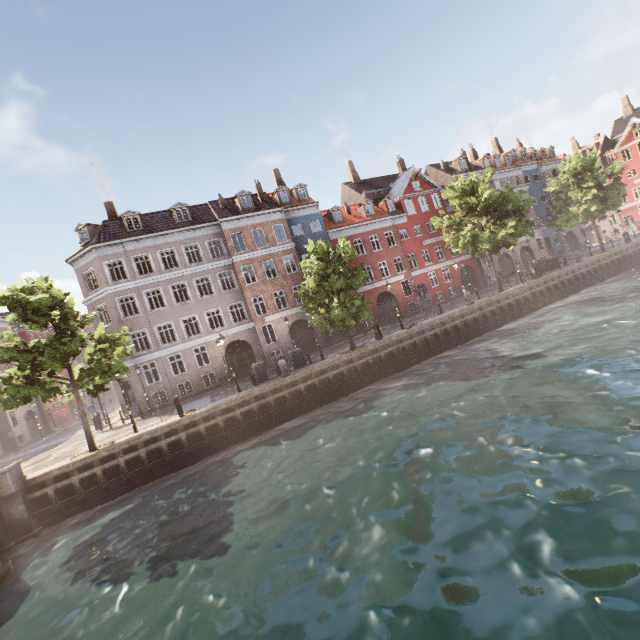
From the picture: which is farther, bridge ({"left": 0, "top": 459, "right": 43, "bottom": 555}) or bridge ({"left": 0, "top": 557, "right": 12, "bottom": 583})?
bridge ({"left": 0, "top": 459, "right": 43, "bottom": 555})

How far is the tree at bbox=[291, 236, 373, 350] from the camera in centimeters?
2062cm

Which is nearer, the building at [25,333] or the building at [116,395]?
the building at [116,395]

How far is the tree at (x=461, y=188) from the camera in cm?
2480

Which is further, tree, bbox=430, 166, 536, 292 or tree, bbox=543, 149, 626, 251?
tree, bbox=543, 149, 626, 251

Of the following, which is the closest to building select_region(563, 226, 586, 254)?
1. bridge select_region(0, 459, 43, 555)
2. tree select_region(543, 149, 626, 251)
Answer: tree select_region(543, 149, 626, 251)

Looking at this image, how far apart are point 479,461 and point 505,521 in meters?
2.5
